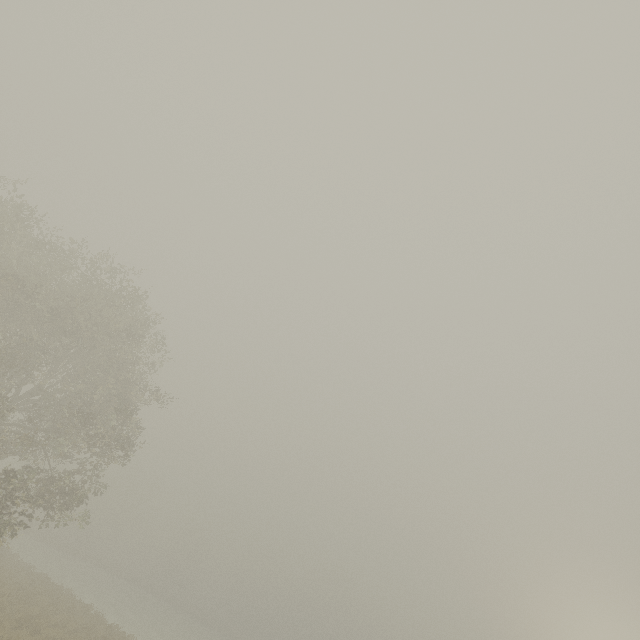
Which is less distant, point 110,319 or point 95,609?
point 110,319
